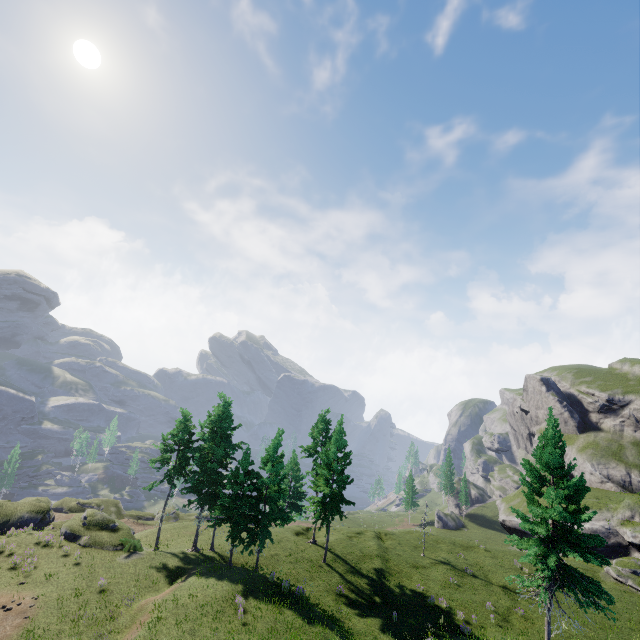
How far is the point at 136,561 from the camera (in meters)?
25.53
